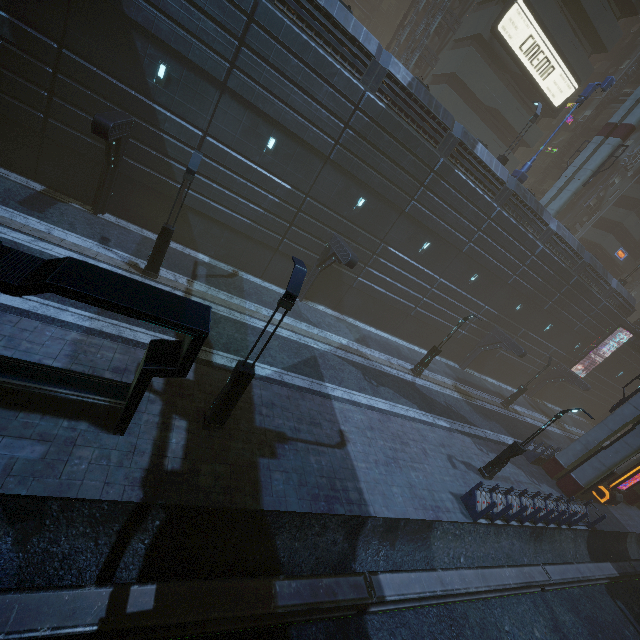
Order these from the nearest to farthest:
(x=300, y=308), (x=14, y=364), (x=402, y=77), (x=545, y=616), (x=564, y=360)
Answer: (x=14, y=364) < (x=545, y=616) < (x=402, y=77) < (x=300, y=308) < (x=564, y=360)

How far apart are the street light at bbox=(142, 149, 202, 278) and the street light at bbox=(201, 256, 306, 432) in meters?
7.3 m

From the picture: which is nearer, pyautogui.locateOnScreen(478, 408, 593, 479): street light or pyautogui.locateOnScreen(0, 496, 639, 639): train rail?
pyautogui.locateOnScreen(0, 496, 639, 639): train rail

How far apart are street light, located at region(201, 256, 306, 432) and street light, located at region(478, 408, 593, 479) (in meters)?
13.62

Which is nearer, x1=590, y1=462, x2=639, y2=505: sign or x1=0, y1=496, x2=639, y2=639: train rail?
x1=0, y1=496, x2=639, y2=639: train rail

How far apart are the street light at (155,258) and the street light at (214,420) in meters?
7.3

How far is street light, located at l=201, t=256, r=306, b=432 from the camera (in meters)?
7.95

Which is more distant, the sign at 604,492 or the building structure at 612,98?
the building structure at 612,98
